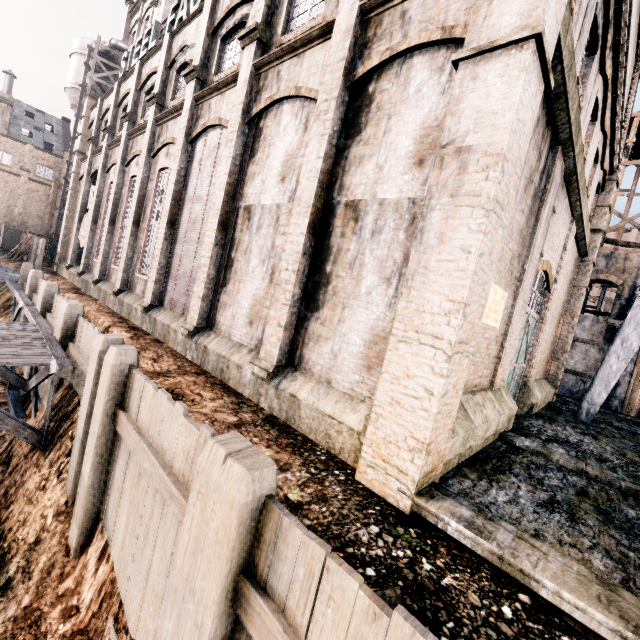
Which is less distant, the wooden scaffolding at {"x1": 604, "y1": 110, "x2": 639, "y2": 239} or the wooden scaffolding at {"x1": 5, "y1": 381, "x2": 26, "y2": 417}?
the wooden scaffolding at {"x1": 5, "y1": 381, "x2": 26, "y2": 417}

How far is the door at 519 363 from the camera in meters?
12.6

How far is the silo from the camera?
30.1m

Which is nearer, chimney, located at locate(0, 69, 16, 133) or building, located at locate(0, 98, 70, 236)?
chimney, located at locate(0, 69, 16, 133)

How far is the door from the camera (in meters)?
12.62

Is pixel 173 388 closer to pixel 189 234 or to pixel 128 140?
pixel 189 234

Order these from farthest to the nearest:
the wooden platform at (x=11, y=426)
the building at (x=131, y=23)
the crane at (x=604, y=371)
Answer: the building at (x=131, y=23)
the crane at (x=604, y=371)
the wooden platform at (x=11, y=426)

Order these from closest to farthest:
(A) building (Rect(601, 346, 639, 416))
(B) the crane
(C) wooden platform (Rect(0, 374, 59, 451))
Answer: (C) wooden platform (Rect(0, 374, 59, 451))
(B) the crane
(A) building (Rect(601, 346, 639, 416))
